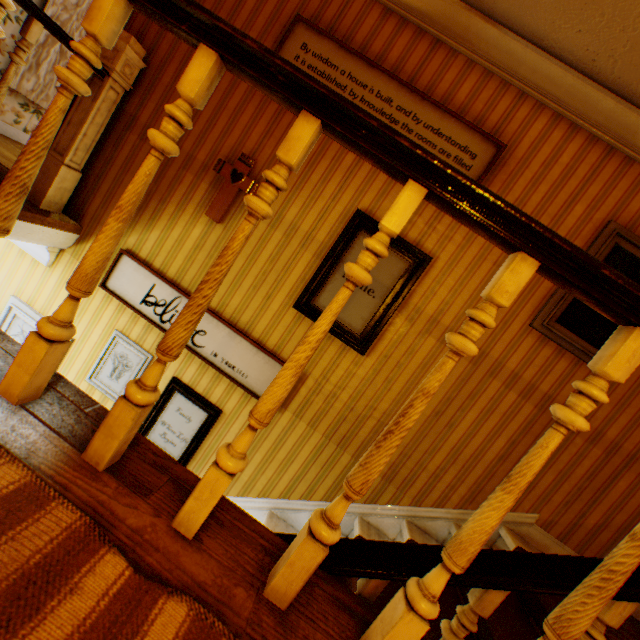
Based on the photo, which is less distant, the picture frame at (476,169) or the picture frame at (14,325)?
the picture frame at (476,169)

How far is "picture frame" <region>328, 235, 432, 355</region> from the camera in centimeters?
267cm

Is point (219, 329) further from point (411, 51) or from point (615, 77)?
point (615, 77)

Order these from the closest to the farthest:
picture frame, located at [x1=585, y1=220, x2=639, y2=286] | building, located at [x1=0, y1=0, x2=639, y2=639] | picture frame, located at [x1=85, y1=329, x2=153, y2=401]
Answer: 1. building, located at [x1=0, y1=0, x2=639, y2=639]
2. picture frame, located at [x1=585, y1=220, x2=639, y2=286]
3. picture frame, located at [x1=85, y1=329, x2=153, y2=401]

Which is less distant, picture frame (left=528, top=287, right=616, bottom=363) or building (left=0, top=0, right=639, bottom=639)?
building (left=0, top=0, right=639, bottom=639)

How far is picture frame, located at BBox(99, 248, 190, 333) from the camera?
2.9 meters

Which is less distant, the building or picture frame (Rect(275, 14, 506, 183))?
the building

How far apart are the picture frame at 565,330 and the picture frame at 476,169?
1.0 meters
